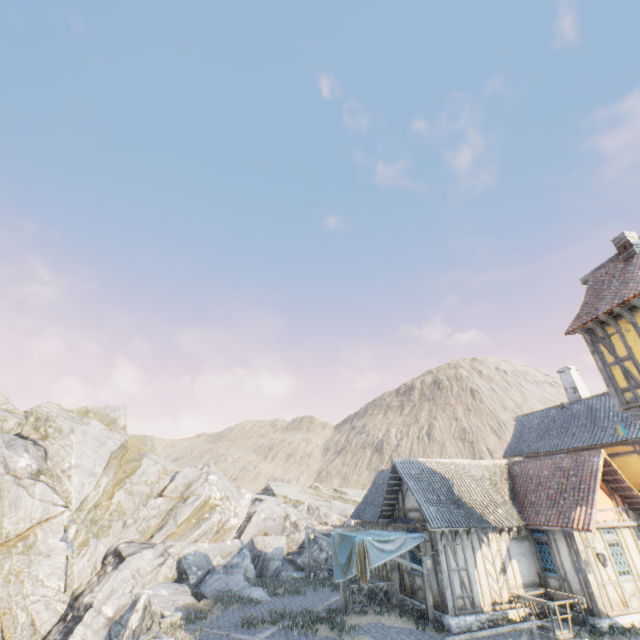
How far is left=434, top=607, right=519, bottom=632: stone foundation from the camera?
12.52m

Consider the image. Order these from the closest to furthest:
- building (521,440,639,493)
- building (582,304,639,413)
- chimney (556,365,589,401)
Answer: building (582,304,639,413) < building (521,440,639,493) < chimney (556,365,589,401)

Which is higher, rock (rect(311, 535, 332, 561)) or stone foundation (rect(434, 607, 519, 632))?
rock (rect(311, 535, 332, 561))

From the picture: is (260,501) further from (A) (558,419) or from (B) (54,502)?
(A) (558,419)

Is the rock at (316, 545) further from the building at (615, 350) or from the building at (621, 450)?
the building at (621, 450)

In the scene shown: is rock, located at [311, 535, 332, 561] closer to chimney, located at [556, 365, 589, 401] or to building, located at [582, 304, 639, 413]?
building, located at [582, 304, 639, 413]

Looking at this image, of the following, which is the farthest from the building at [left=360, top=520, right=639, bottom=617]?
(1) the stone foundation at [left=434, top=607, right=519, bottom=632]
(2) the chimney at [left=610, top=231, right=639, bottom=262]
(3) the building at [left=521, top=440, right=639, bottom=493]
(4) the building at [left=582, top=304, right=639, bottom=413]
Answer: (2) the chimney at [left=610, top=231, right=639, bottom=262]

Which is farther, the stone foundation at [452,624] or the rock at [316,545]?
the rock at [316,545]
